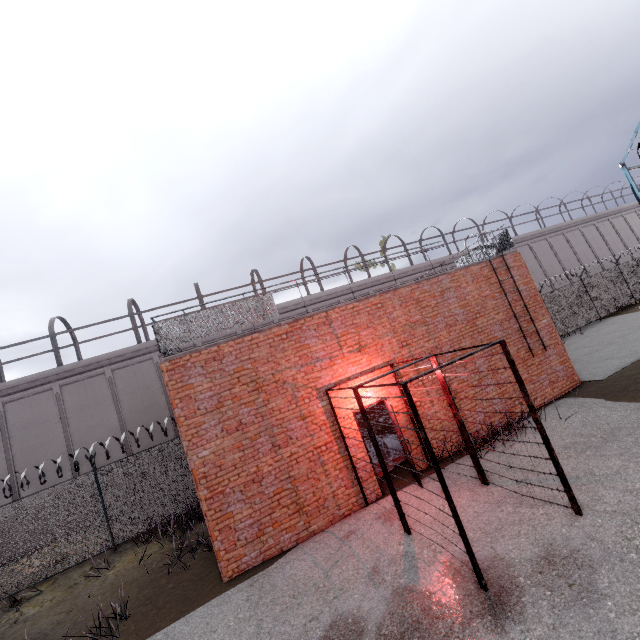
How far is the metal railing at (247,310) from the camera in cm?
764

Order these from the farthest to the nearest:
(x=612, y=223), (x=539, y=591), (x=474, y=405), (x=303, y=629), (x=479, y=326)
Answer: (x=612, y=223) < (x=479, y=326) < (x=474, y=405) < (x=303, y=629) < (x=539, y=591)

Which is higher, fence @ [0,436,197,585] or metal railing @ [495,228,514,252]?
metal railing @ [495,228,514,252]

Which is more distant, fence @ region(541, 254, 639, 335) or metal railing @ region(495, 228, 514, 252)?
fence @ region(541, 254, 639, 335)

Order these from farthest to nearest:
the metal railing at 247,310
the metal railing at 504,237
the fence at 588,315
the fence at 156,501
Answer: the fence at 588,315, the metal railing at 504,237, the fence at 156,501, the metal railing at 247,310

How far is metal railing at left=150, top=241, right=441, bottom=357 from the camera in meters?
7.6 m
